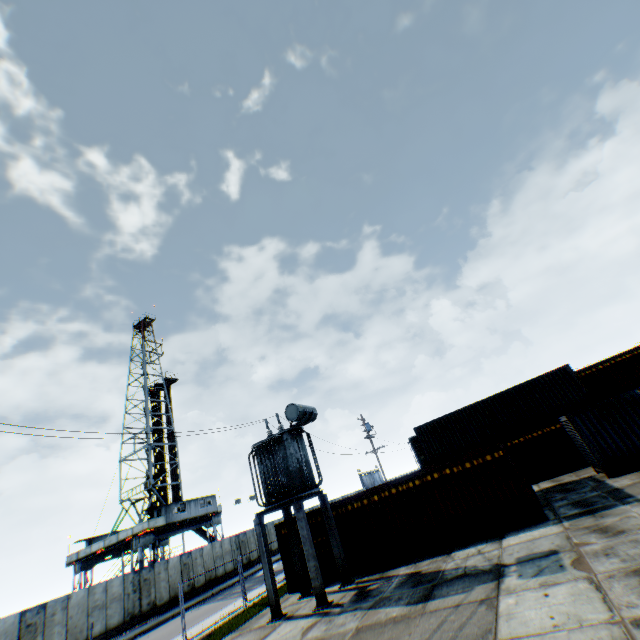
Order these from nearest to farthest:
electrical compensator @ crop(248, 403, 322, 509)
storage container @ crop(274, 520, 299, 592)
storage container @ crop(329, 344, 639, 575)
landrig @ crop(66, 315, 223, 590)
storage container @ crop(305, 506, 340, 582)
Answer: storage container @ crop(329, 344, 639, 575)
electrical compensator @ crop(248, 403, 322, 509)
storage container @ crop(305, 506, 340, 582)
storage container @ crop(274, 520, 299, 592)
landrig @ crop(66, 315, 223, 590)

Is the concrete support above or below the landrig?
below

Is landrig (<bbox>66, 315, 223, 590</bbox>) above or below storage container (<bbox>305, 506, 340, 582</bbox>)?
above

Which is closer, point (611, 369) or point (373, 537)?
point (373, 537)

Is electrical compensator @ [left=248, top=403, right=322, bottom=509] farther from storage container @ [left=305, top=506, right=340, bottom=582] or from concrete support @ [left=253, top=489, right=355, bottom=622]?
storage container @ [left=305, top=506, right=340, bottom=582]

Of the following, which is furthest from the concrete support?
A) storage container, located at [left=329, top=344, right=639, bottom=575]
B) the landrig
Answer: the landrig

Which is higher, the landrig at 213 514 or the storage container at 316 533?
the landrig at 213 514

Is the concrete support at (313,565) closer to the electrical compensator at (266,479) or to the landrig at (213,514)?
the electrical compensator at (266,479)
